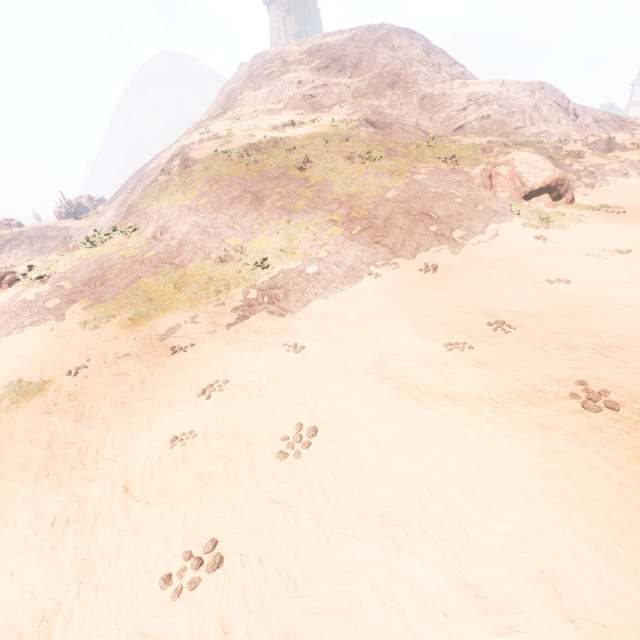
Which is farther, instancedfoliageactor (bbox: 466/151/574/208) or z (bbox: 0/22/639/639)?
instancedfoliageactor (bbox: 466/151/574/208)

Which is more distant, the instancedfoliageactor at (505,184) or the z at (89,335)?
the instancedfoliageactor at (505,184)

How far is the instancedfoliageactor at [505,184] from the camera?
16.4m

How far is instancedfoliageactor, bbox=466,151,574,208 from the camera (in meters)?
16.41

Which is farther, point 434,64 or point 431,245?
point 434,64
